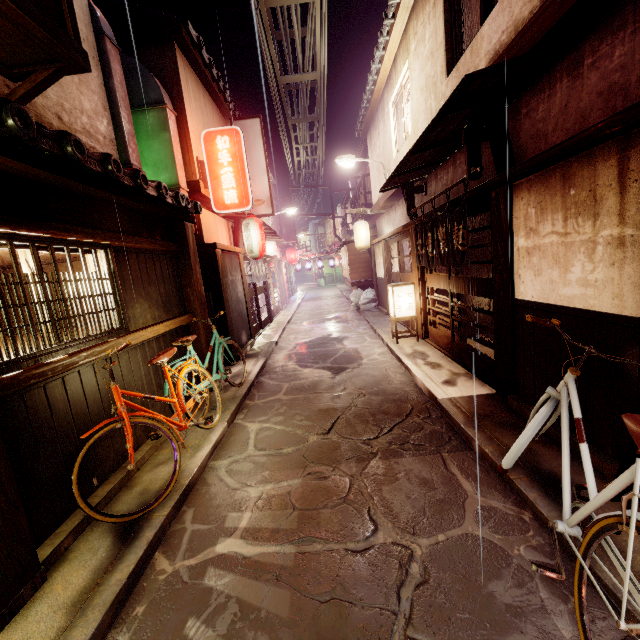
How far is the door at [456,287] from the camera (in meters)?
9.02

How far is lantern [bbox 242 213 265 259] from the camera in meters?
16.1 m

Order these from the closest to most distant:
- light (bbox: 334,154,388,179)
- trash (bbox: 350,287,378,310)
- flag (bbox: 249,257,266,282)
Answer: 1. light (bbox: 334,154,388,179)
2. flag (bbox: 249,257,266,282)
3. trash (bbox: 350,287,378,310)

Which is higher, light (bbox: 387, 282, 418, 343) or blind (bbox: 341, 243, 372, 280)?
blind (bbox: 341, 243, 372, 280)

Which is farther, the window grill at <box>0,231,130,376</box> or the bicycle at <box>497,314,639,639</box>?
the window grill at <box>0,231,130,376</box>

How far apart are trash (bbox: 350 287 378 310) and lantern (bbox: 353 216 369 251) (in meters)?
3.56

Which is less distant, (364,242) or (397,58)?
(397,58)

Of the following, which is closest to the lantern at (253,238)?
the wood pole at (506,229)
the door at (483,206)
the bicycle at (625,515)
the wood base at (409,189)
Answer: the wood base at (409,189)
